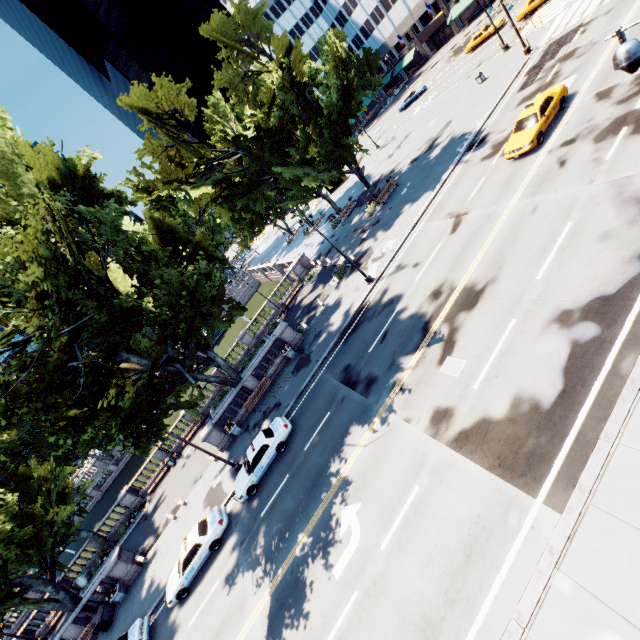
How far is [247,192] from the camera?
37.5m

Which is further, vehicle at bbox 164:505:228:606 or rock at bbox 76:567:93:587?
rock at bbox 76:567:93:587

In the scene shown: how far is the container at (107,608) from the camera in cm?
2198

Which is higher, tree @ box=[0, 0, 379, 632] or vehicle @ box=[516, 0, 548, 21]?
tree @ box=[0, 0, 379, 632]

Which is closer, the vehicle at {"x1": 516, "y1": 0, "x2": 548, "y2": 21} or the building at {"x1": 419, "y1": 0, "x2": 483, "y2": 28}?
the vehicle at {"x1": 516, "y1": 0, "x2": 548, "y2": 21}

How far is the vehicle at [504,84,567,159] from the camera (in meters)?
18.84

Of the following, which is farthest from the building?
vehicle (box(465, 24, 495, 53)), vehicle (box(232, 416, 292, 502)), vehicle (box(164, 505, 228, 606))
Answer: vehicle (box(164, 505, 228, 606))

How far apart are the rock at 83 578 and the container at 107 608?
9.9m
